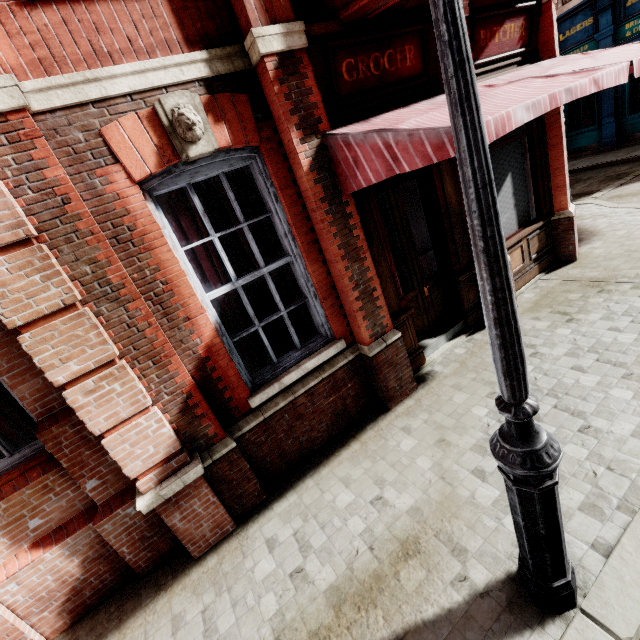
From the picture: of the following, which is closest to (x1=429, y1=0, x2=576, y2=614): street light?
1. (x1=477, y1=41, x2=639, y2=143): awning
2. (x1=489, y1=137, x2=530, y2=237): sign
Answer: (x1=477, y1=41, x2=639, y2=143): awning

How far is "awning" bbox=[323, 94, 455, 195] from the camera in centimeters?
250cm

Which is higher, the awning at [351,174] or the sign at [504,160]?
the awning at [351,174]

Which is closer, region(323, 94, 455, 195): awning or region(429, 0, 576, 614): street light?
region(429, 0, 576, 614): street light

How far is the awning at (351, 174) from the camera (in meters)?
2.50

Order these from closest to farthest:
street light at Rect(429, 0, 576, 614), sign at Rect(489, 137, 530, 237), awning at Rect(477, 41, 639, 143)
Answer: street light at Rect(429, 0, 576, 614), awning at Rect(477, 41, 639, 143), sign at Rect(489, 137, 530, 237)

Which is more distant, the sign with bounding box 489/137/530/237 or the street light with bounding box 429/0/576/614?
the sign with bounding box 489/137/530/237

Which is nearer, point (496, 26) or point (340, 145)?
point (340, 145)
